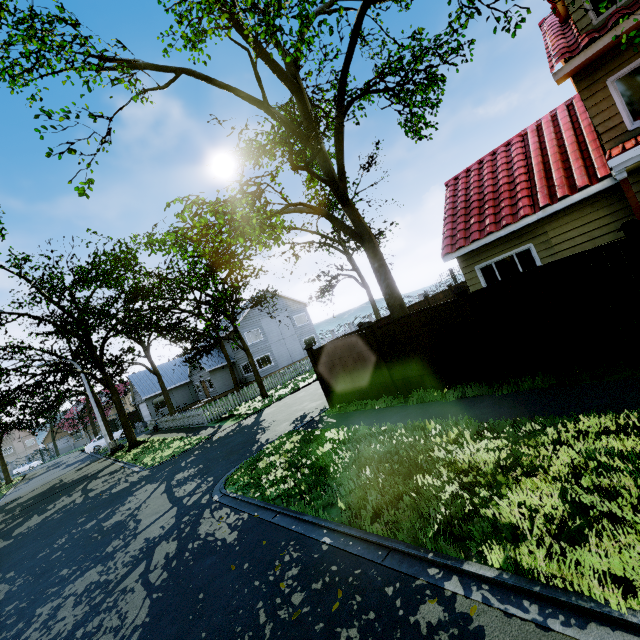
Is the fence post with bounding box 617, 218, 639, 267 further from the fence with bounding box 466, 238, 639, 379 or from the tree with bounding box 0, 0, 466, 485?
the tree with bounding box 0, 0, 466, 485

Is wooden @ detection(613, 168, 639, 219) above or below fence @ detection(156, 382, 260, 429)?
above

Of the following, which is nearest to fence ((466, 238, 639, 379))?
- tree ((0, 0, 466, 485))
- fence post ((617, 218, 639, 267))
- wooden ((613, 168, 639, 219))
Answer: fence post ((617, 218, 639, 267))

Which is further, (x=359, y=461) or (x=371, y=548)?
(x=359, y=461)

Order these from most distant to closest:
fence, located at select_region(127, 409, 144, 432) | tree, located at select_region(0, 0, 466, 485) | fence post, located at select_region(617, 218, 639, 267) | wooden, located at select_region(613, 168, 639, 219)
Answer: fence, located at select_region(127, 409, 144, 432), tree, located at select_region(0, 0, 466, 485), wooden, located at select_region(613, 168, 639, 219), fence post, located at select_region(617, 218, 639, 267)

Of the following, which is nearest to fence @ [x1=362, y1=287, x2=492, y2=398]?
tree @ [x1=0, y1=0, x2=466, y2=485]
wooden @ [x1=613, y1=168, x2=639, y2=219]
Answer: tree @ [x1=0, y1=0, x2=466, y2=485]

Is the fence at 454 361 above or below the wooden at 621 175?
below

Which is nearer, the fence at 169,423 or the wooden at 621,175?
the wooden at 621,175
